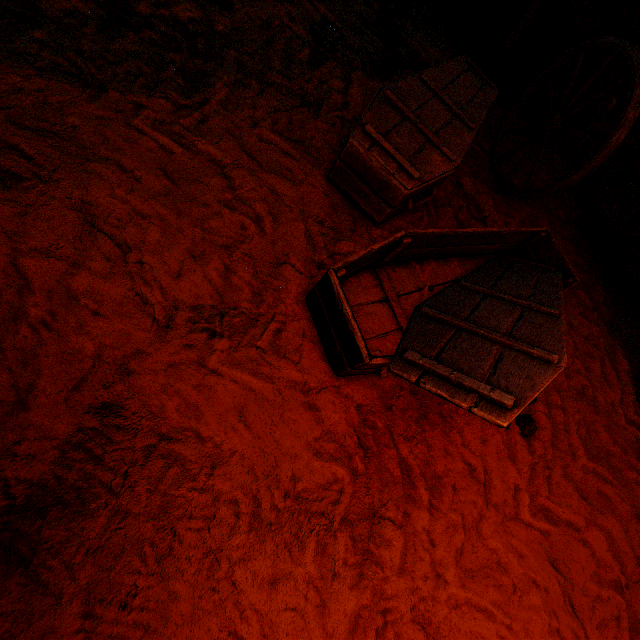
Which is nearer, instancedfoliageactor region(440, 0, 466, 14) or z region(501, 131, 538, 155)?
z region(501, 131, 538, 155)

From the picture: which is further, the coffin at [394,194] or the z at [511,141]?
the z at [511,141]

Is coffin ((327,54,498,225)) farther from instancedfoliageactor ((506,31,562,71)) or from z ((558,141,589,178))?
instancedfoliageactor ((506,31,562,71))

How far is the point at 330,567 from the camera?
1.38m

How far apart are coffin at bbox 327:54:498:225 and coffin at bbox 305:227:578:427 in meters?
0.3

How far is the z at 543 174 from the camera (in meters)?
3.42

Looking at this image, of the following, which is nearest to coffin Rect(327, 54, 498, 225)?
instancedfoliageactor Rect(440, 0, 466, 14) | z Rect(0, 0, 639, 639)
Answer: z Rect(0, 0, 639, 639)

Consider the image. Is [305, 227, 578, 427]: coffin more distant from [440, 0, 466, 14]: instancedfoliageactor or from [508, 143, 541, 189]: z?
[440, 0, 466, 14]: instancedfoliageactor
